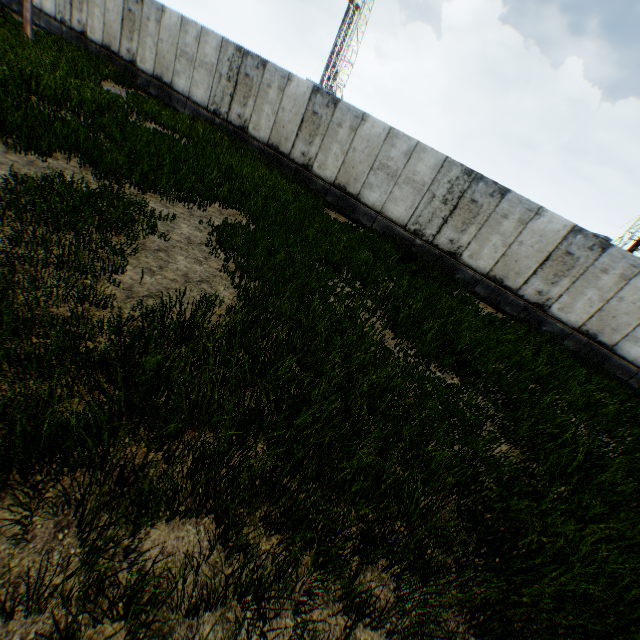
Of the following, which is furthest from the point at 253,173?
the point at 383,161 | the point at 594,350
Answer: the point at 594,350
